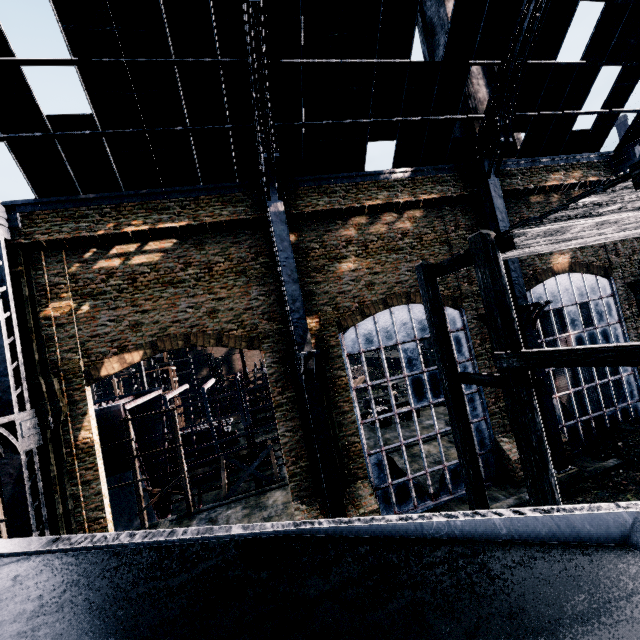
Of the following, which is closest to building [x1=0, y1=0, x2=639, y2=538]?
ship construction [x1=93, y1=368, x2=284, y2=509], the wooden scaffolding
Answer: the wooden scaffolding

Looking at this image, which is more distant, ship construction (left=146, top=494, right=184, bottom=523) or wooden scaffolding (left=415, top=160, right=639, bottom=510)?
ship construction (left=146, top=494, right=184, bottom=523)

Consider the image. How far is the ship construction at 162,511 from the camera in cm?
2383

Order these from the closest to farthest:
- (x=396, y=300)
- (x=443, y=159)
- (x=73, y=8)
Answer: (x=73, y=8), (x=396, y=300), (x=443, y=159)

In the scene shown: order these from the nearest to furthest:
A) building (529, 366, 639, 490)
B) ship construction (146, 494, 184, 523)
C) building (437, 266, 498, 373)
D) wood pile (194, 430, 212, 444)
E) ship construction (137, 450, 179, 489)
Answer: building (529, 366, 639, 490) < building (437, 266, 498, 373) < ship construction (137, 450, 179, 489) < ship construction (146, 494, 184, 523) < wood pile (194, 430, 212, 444)

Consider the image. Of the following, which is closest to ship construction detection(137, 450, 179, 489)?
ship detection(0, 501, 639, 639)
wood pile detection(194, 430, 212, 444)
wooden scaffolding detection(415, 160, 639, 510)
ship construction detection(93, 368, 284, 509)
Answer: ship construction detection(93, 368, 284, 509)

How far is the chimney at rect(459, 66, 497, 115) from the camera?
24.3m
